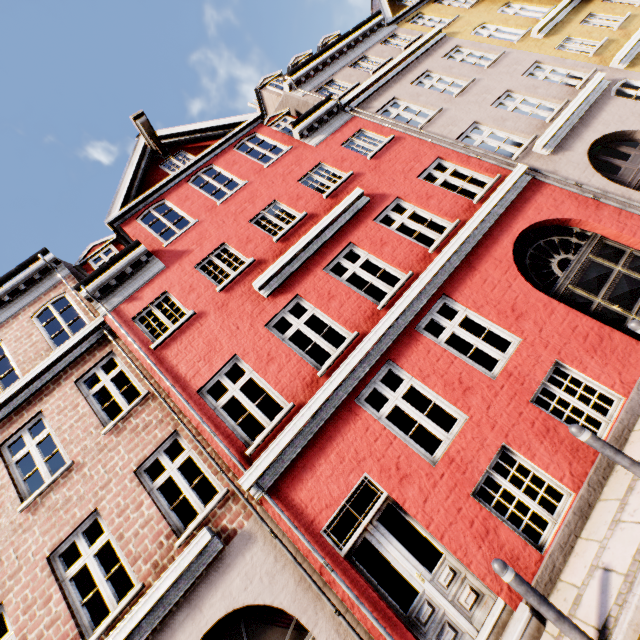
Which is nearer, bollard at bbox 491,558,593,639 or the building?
bollard at bbox 491,558,593,639

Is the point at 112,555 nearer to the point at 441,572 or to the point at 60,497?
the point at 60,497

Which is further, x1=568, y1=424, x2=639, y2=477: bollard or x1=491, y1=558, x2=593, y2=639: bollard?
x1=568, y1=424, x2=639, y2=477: bollard

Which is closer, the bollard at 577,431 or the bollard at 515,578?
the bollard at 515,578

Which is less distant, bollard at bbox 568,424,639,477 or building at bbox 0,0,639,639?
bollard at bbox 568,424,639,477

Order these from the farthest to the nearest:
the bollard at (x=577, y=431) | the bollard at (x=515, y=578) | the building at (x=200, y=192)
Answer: the building at (x=200, y=192) → the bollard at (x=577, y=431) → the bollard at (x=515, y=578)

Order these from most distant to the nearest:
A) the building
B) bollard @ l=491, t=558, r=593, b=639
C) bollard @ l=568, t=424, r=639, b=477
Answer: the building, bollard @ l=568, t=424, r=639, b=477, bollard @ l=491, t=558, r=593, b=639
